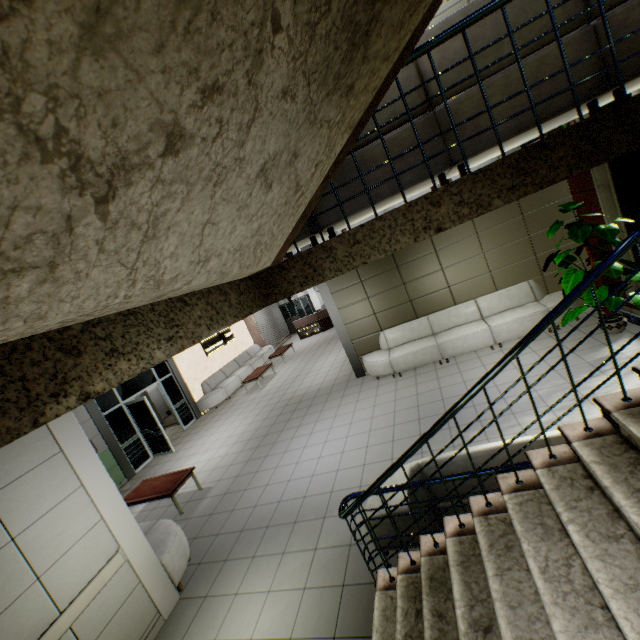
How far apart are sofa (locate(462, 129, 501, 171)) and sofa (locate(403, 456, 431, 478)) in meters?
2.4 m

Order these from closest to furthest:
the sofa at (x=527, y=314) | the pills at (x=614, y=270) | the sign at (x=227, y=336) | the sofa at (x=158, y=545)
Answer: the sofa at (x=158, y=545), the pills at (x=614, y=270), the sofa at (x=527, y=314), the sign at (x=227, y=336)

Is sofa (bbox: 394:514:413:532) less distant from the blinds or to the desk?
the desk

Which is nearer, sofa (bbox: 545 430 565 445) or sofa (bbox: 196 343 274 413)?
sofa (bbox: 545 430 565 445)

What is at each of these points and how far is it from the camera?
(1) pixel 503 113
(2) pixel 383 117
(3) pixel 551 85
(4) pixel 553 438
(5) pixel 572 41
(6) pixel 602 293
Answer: (1) sofa, 2.36m
(2) sofa, 2.58m
(3) sofa, 2.26m
(4) sofa, 2.88m
(5) sofa, 2.18m
(6) pills, 5.40m

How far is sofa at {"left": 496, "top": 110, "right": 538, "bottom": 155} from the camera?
2.3 meters

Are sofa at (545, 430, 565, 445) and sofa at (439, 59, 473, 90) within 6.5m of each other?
yes

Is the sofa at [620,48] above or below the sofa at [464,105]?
Result: below
